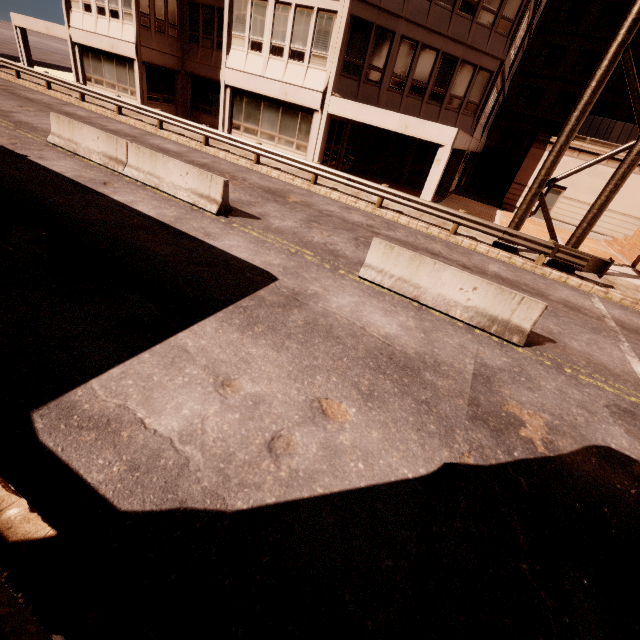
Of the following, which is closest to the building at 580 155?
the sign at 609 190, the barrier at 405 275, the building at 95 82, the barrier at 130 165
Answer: the building at 95 82

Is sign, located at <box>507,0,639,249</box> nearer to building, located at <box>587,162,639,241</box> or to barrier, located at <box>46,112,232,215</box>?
barrier, located at <box>46,112,232,215</box>

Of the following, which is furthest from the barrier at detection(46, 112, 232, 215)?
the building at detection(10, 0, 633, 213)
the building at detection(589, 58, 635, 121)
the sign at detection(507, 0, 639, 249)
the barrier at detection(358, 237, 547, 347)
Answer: the building at detection(589, 58, 635, 121)

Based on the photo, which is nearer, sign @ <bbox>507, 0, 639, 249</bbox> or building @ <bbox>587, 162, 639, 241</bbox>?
sign @ <bbox>507, 0, 639, 249</bbox>

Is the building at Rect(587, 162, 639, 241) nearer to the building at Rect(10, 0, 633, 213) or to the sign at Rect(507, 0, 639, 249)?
the building at Rect(10, 0, 633, 213)

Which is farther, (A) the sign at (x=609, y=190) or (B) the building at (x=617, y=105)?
(B) the building at (x=617, y=105)

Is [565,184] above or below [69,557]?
above

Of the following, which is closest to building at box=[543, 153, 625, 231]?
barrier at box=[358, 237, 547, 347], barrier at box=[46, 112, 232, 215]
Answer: barrier at box=[358, 237, 547, 347]
